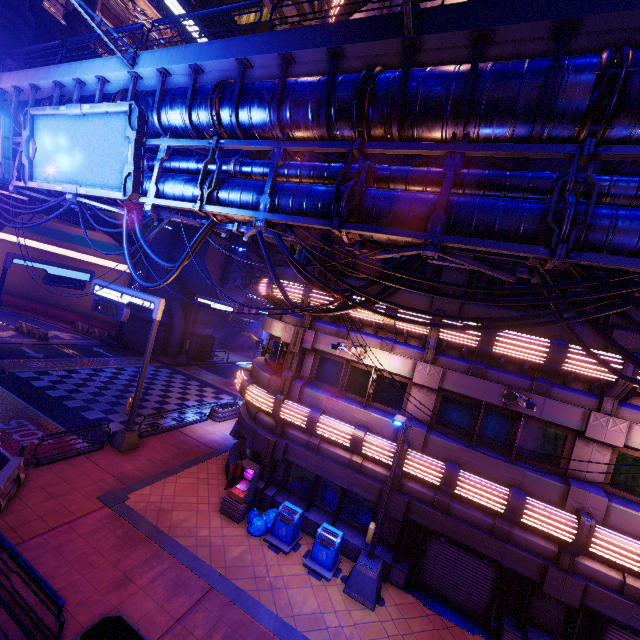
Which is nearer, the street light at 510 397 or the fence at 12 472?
the street light at 510 397

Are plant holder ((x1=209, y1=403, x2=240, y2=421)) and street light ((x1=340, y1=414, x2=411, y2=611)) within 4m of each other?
no

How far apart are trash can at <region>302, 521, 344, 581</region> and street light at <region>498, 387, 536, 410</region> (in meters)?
6.98

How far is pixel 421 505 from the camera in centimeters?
1093cm

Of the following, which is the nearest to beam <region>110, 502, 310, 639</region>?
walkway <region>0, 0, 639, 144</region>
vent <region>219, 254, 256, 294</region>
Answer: walkway <region>0, 0, 639, 144</region>

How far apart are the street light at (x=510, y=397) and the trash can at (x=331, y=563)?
7.0 meters

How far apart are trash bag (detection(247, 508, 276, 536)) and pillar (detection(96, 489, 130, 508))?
4.37m

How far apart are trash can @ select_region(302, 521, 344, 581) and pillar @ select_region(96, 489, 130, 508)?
6.69m
